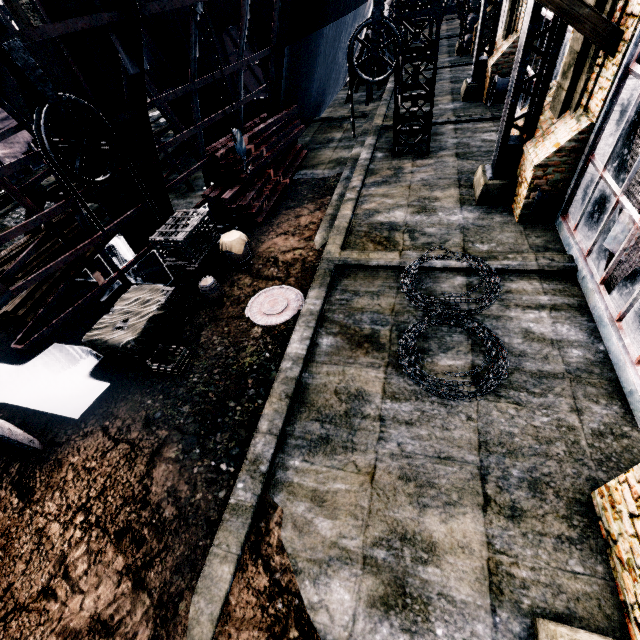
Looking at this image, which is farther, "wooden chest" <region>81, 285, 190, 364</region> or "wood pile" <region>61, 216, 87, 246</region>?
"wood pile" <region>61, 216, 87, 246</region>

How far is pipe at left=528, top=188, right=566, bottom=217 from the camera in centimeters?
933cm

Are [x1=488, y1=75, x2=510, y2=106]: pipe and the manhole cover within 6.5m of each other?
no

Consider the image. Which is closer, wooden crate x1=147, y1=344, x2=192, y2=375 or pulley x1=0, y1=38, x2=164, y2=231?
pulley x1=0, y1=38, x2=164, y2=231

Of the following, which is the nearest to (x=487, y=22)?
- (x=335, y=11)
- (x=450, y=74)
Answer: (x=450, y=74)

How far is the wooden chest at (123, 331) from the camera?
8.0 meters

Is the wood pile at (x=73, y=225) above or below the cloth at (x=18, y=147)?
below

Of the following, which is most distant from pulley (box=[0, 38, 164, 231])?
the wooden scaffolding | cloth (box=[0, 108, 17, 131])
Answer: cloth (box=[0, 108, 17, 131])
